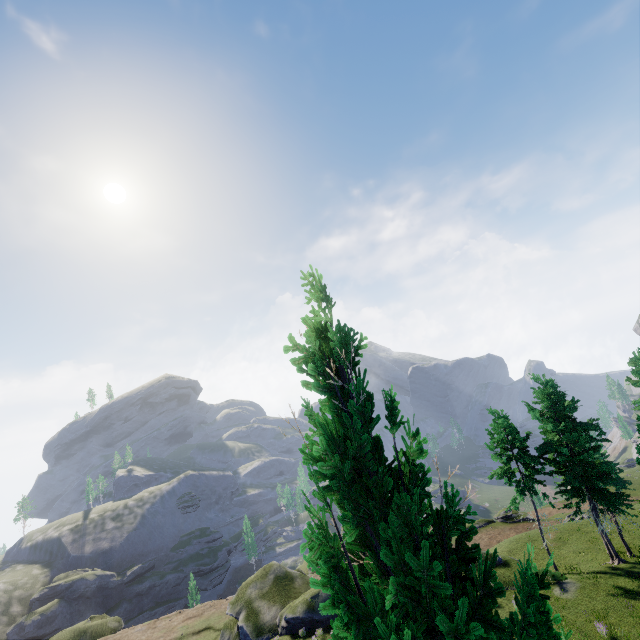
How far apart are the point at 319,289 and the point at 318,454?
1.44m
